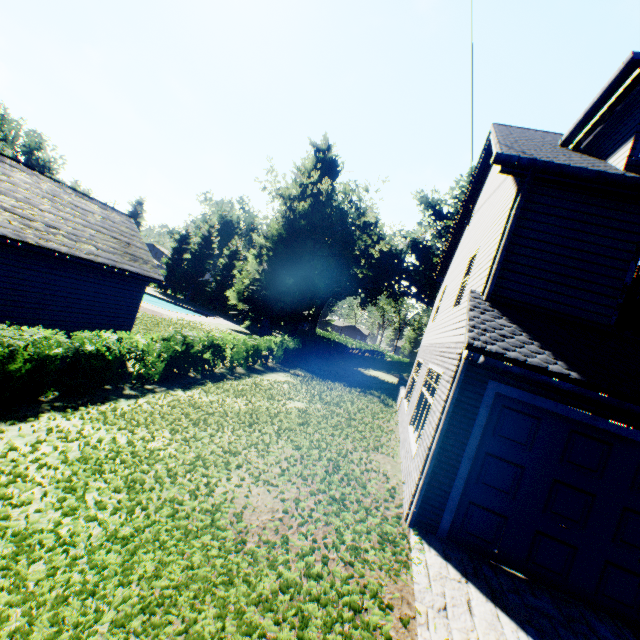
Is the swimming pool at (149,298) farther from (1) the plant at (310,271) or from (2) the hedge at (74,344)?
(2) the hedge at (74,344)

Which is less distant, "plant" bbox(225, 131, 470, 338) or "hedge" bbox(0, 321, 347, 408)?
"hedge" bbox(0, 321, 347, 408)

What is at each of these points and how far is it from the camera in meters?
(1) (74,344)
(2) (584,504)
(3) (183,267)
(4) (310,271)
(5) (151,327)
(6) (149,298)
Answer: (1) hedge, 8.2 m
(2) garage door, 5.4 m
(3) tree, 53.7 m
(4) plant, 36.4 m
(5) plant, 20.8 m
(6) swimming pool, 44.2 m

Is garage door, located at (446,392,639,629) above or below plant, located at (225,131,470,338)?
below

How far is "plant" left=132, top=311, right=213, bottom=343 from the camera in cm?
1927

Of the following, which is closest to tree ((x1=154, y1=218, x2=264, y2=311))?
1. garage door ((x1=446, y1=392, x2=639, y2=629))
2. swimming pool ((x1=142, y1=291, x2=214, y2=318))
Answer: swimming pool ((x1=142, y1=291, x2=214, y2=318))

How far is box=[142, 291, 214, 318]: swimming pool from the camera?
39.9m
